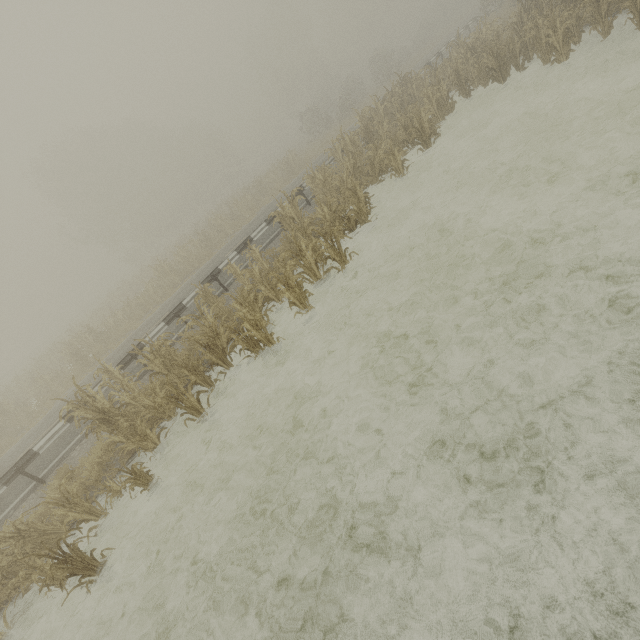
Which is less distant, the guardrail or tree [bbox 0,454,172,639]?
tree [bbox 0,454,172,639]

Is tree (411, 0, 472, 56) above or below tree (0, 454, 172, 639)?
above

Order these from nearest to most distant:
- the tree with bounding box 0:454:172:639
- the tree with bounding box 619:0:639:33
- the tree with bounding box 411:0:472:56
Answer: the tree with bounding box 0:454:172:639, the tree with bounding box 619:0:639:33, the tree with bounding box 411:0:472:56

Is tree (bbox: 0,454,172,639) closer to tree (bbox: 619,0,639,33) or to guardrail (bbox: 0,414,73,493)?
guardrail (bbox: 0,414,73,493)

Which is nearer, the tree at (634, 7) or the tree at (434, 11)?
the tree at (634, 7)

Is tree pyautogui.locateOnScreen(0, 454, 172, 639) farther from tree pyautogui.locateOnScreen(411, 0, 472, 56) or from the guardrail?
tree pyautogui.locateOnScreen(411, 0, 472, 56)

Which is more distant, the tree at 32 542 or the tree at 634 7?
the tree at 634 7

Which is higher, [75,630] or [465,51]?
[465,51]
